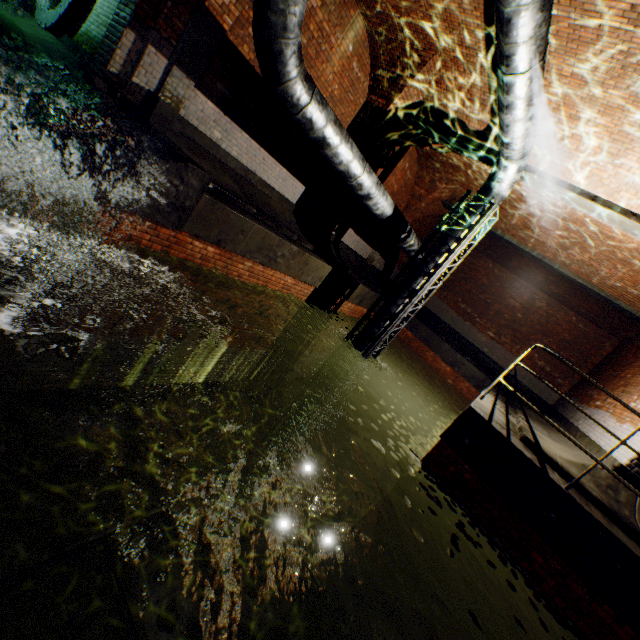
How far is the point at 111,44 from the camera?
5.1m

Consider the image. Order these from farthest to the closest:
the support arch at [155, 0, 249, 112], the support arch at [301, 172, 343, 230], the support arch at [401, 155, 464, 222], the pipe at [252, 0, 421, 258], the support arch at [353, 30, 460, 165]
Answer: the support arch at [401, 155, 464, 222] → the support arch at [301, 172, 343, 230] → the support arch at [353, 30, 460, 165] → the support arch at [155, 0, 249, 112] → the pipe at [252, 0, 421, 258]

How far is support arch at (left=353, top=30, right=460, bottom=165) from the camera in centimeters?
702cm

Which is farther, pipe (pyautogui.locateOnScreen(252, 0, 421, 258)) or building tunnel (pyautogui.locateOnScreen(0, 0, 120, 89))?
building tunnel (pyautogui.locateOnScreen(0, 0, 120, 89))

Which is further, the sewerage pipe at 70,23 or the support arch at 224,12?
the sewerage pipe at 70,23

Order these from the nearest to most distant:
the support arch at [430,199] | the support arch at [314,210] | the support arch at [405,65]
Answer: the support arch at [405,65] < the support arch at [314,210] < the support arch at [430,199]

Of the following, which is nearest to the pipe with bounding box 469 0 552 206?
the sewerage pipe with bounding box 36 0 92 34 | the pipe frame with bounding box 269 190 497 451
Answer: the pipe frame with bounding box 269 190 497 451
